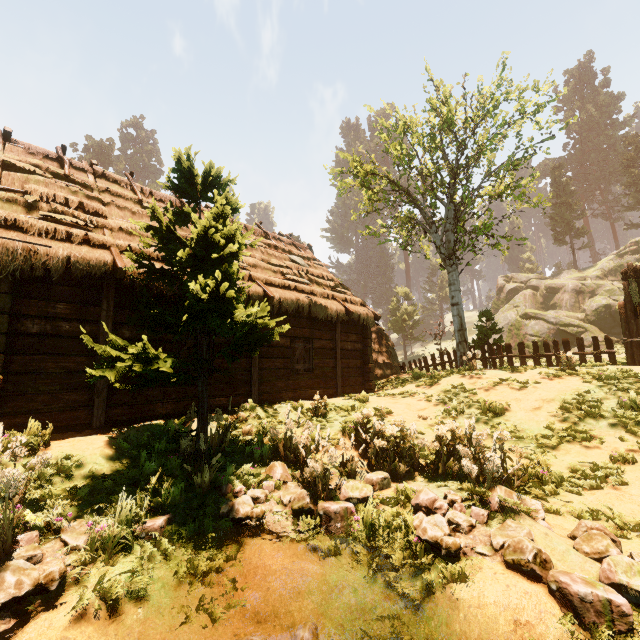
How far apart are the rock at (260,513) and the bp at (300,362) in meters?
4.9 m

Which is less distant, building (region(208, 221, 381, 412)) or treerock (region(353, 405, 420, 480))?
treerock (region(353, 405, 420, 480))

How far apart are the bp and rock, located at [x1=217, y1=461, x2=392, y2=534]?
4.9 meters

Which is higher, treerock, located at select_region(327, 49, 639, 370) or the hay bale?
treerock, located at select_region(327, 49, 639, 370)

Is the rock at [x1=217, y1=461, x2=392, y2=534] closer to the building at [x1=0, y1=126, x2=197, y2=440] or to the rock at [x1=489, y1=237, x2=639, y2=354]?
the building at [x1=0, y1=126, x2=197, y2=440]

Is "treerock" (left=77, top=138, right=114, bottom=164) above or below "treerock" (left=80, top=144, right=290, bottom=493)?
above

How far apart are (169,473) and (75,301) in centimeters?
419cm

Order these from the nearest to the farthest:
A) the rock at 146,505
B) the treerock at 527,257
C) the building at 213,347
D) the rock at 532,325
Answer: the rock at 146,505 → the building at 213,347 → the rock at 532,325 → the treerock at 527,257
